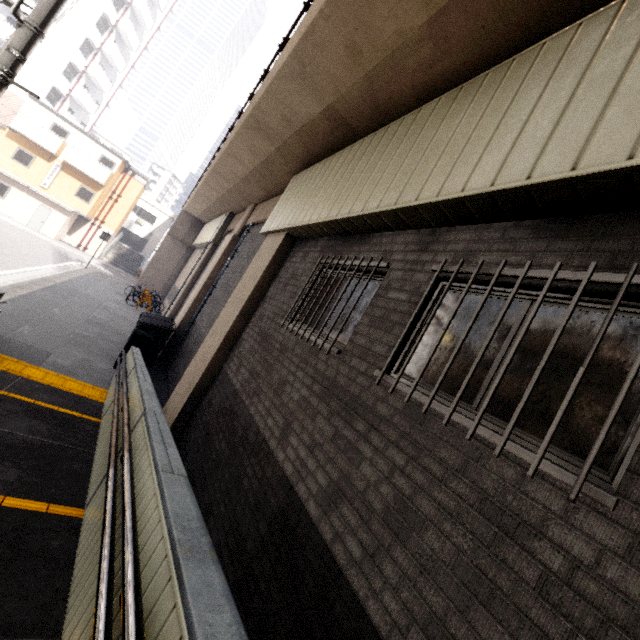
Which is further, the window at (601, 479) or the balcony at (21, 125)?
the balcony at (21, 125)

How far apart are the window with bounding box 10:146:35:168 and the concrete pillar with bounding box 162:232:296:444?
29.6 meters

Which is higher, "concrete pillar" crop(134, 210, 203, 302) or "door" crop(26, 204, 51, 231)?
"concrete pillar" crop(134, 210, 203, 302)

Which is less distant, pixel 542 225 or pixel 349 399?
pixel 542 225

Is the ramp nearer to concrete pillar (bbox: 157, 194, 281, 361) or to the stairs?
concrete pillar (bbox: 157, 194, 281, 361)

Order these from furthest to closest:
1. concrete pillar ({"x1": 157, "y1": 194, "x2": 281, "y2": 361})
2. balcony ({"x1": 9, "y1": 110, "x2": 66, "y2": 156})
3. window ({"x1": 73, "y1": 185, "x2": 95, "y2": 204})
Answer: window ({"x1": 73, "y1": 185, "x2": 95, "y2": 204}), balcony ({"x1": 9, "y1": 110, "x2": 66, "y2": 156}), concrete pillar ({"x1": 157, "y1": 194, "x2": 281, "y2": 361})

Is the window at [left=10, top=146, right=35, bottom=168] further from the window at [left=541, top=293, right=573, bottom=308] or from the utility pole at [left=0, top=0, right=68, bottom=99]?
the window at [left=541, top=293, right=573, bottom=308]

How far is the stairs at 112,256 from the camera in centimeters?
3284cm
